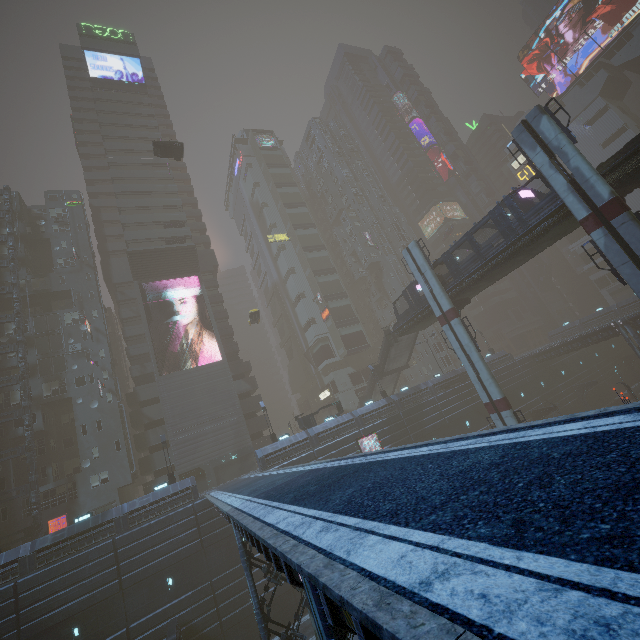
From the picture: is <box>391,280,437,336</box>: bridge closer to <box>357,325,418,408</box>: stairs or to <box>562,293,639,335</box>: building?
<box>357,325,418,408</box>: stairs

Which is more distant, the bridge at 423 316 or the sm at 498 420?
the bridge at 423 316

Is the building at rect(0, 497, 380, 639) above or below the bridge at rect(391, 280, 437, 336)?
below

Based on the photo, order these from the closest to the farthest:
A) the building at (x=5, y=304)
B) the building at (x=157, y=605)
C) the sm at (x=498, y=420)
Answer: the building at (x=157, y=605) < the sm at (x=498, y=420) < the building at (x=5, y=304)

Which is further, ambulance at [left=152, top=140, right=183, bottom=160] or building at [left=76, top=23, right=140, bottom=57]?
building at [left=76, top=23, right=140, bottom=57]

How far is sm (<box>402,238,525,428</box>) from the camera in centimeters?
2806cm

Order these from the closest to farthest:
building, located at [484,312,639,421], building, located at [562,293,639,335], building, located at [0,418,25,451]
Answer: building, located at [0,418,25,451], building, located at [484,312,639,421], building, located at [562,293,639,335]

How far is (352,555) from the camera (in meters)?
3.62
